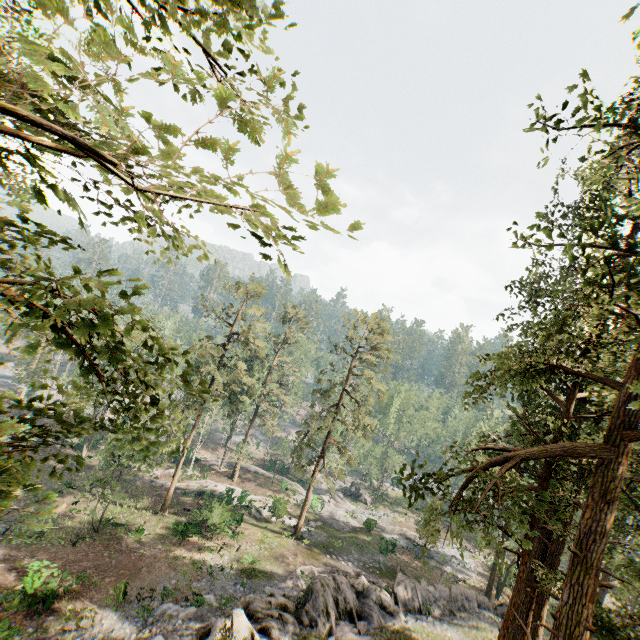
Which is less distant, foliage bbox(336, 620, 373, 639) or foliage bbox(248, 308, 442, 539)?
foliage bbox(336, 620, 373, 639)

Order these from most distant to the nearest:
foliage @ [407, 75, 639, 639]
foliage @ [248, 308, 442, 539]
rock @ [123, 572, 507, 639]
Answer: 1. foliage @ [248, 308, 442, 539]
2. rock @ [123, 572, 507, 639]
3. foliage @ [407, 75, 639, 639]

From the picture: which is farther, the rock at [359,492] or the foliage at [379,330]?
the rock at [359,492]

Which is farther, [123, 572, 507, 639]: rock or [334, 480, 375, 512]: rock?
[334, 480, 375, 512]: rock

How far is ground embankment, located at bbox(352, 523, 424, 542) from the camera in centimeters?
3722cm

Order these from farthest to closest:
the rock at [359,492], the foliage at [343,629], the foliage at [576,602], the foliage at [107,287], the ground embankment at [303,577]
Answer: the rock at [359,492]
the ground embankment at [303,577]
the foliage at [343,629]
the foliage at [576,602]
the foliage at [107,287]

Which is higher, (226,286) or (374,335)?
(226,286)
